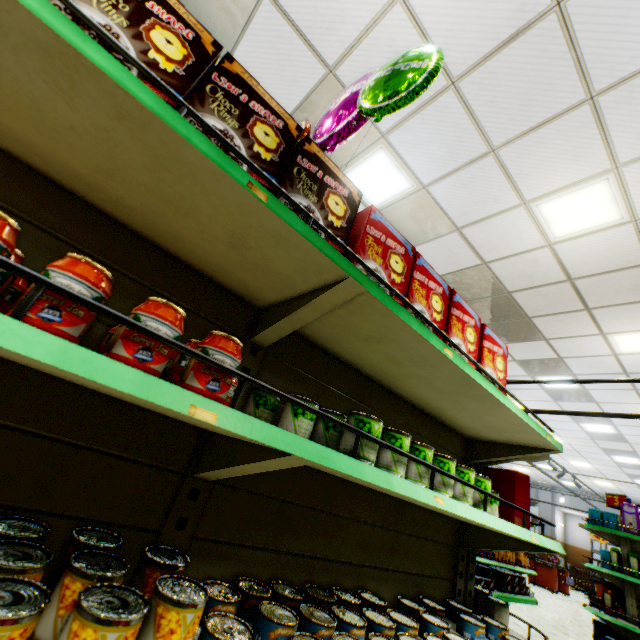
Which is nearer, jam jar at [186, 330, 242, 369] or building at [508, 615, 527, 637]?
jam jar at [186, 330, 242, 369]

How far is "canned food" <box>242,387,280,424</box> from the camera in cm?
131

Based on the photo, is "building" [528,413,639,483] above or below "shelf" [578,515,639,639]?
above

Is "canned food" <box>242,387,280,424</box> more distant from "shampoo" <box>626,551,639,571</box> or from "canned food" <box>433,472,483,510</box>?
"shampoo" <box>626,551,639,571</box>

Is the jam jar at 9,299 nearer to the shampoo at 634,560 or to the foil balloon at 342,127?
the foil balloon at 342,127

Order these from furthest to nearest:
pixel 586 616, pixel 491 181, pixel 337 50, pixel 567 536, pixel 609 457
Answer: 1. pixel 567 536
2. pixel 609 457
3. pixel 586 616
4. pixel 491 181
5. pixel 337 50

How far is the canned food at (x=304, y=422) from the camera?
1.2m

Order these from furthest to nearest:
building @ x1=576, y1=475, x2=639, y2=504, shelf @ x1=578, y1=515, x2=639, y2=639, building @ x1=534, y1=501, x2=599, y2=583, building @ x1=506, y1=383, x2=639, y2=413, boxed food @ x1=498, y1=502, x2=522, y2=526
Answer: building @ x1=534, y1=501, x2=599, y2=583 → building @ x1=576, y1=475, x2=639, y2=504 → building @ x1=506, y1=383, x2=639, y2=413 → shelf @ x1=578, y1=515, x2=639, y2=639 → boxed food @ x1=498, y1=502, x2=522, y2=526
